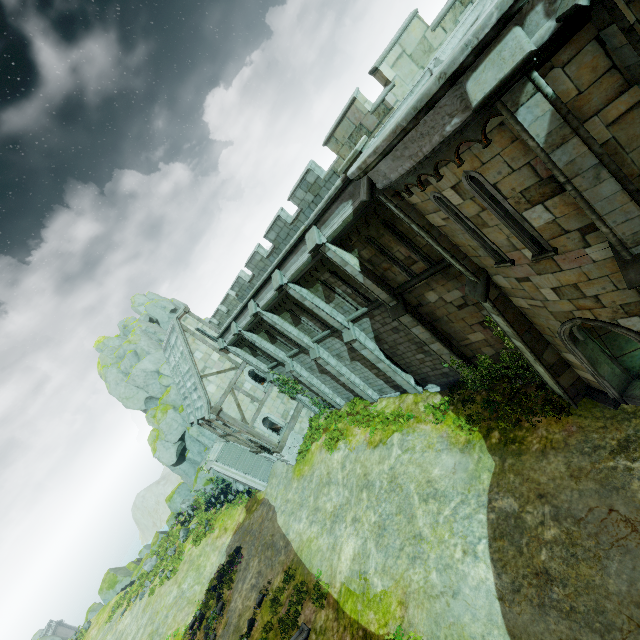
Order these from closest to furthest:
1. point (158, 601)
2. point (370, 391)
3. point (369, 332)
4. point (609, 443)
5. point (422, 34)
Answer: point (609, 443), point (422, 34), point (369, 332), point (370, 391), point (158, 601)

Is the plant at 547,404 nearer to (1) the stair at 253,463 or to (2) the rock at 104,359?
(1) the stair at 253,463

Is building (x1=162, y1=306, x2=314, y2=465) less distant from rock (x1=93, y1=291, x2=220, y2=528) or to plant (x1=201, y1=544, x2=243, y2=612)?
rock (x1=93, y1=291, x2=220, y2=528)

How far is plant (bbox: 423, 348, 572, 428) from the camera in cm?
1125

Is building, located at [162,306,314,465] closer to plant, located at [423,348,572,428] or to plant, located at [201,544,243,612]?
plant, located at [201,544,243,612]

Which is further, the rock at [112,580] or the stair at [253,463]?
the rock at [112,580]

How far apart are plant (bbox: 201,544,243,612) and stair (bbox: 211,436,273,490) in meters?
5.4 m

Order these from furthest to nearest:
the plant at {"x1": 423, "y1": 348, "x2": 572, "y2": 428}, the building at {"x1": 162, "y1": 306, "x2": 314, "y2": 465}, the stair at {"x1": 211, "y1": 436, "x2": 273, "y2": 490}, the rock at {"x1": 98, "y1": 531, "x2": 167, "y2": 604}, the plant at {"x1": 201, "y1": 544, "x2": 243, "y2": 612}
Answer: the rock at {"x1": 98, "y1": 531, "x2": 167, "y2": 604} < the stair at {"x1": 211, "y1": 436, "x2": 273, "y2": 490} < the building at {"x1": 162, "y1": 306, "x2": 314, "y2": 465} < the plant at {"x1": 201, "y1": 544, "x2": 243, "y2": 612} < the plant at {"x1": 423, "y1": 348, "x2": 572, "y2": 428}
